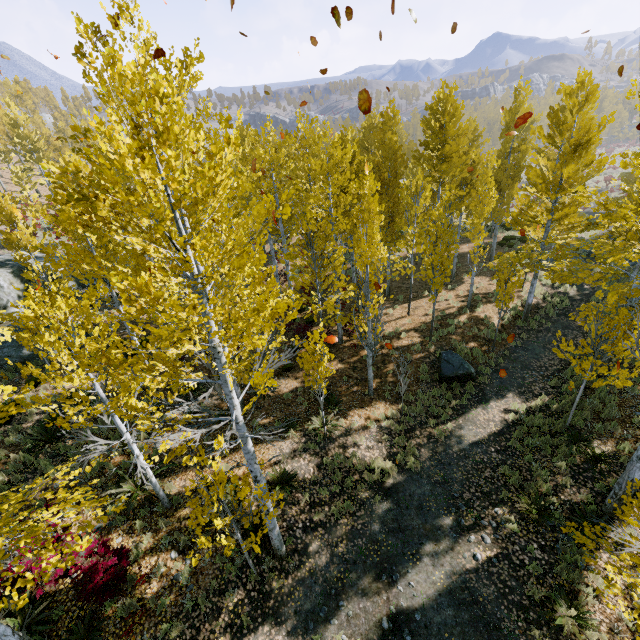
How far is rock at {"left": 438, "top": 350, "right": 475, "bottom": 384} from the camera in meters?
12.8

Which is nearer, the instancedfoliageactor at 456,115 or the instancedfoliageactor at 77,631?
the instancedfoliageactor at 456,115

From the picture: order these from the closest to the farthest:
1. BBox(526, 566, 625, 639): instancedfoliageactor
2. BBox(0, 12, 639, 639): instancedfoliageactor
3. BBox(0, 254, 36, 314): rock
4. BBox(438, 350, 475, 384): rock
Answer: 1. BBox(0, 12, 639, 639): instancedfoliageactor
2. BBox(526, 566, 625, 639): instancedfoliageactor
3. BBox(438, 350, 475, 384): rock
4. BBox(0, 254, 36, 314): rock

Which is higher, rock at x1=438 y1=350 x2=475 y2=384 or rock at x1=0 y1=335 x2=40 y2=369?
rock at x1=0 y1=335 x2=40 y2=369

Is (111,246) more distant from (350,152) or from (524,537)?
(524,537)

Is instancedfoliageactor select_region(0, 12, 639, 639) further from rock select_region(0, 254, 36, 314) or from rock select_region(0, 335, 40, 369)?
rock select_region(0, 335, 40, 369)

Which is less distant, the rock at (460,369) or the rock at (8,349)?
the rock at (460,369)

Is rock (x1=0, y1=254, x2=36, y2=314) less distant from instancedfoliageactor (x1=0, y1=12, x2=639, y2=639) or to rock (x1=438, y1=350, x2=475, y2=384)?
instancedfoliageactor (x1=0, y1=12, x2=639, y2=639)
